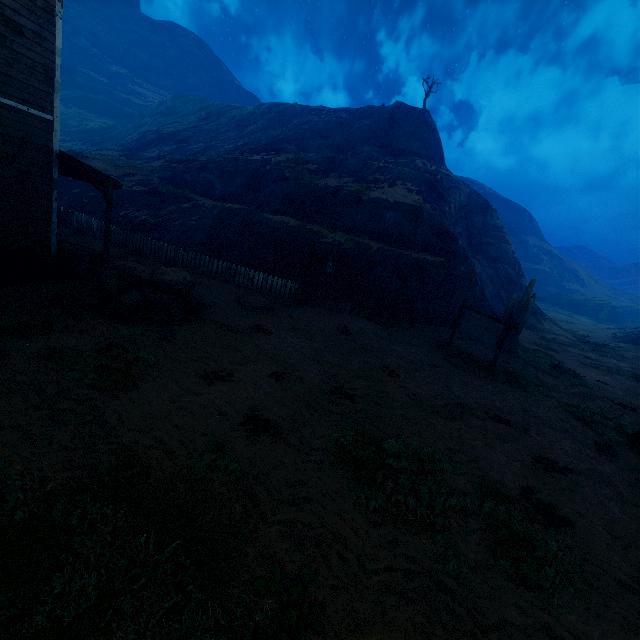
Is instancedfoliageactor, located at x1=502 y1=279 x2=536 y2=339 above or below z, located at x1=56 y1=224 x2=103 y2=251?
above

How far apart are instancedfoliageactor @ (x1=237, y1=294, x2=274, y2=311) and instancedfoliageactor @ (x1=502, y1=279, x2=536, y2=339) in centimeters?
1556cm

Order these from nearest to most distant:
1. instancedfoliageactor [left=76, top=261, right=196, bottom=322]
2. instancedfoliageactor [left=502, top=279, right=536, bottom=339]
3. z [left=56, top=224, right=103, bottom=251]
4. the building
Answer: the building < instancedfoliageactor [left=76, top=261, right=196, bottom=322] < z [left=56, top=224, right=103, bottom=251] < instancedfoliageactor [left=502, top=279, right=536, bottom=339]

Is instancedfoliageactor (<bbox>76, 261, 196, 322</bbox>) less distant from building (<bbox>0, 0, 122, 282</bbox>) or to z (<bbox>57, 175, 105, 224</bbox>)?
z (<bbox>57, 175, 105, 224</bbox>)

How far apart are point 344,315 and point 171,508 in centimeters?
1209cm

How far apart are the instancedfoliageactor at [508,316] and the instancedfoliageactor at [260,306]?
15.6m

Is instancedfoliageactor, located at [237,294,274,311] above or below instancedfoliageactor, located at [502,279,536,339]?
below

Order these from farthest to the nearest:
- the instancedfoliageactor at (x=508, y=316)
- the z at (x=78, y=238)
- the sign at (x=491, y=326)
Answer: the instancedfoliageactor at (x=508, y=316) → the z at (x=78, y=238) → the sign at (x=491, y=326)
